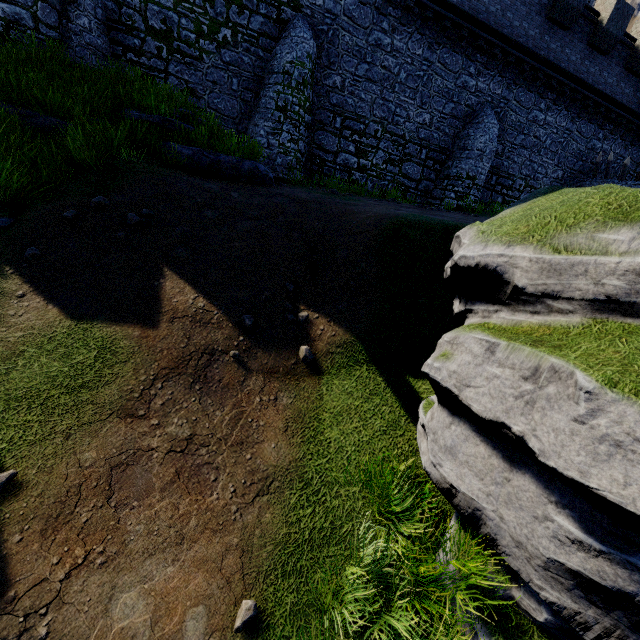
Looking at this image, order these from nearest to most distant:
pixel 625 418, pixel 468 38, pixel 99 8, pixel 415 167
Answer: pixel 625 418 < pixel 99 8 < pixel 468 38 < pixel 415 167
